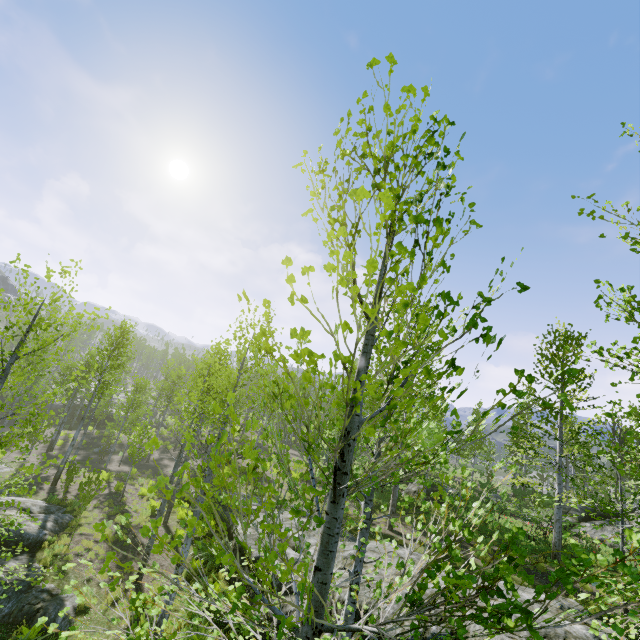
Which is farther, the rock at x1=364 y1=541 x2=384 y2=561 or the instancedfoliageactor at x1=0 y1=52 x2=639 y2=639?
the rock at x1=364 y1=541 x2=384 y2=561

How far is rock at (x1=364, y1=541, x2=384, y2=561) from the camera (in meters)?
10.57

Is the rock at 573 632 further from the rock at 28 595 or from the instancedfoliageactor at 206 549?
the rock at 28 595

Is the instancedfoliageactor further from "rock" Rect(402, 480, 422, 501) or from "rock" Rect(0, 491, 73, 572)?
"rock" Rect(0, 491, 73, 572)

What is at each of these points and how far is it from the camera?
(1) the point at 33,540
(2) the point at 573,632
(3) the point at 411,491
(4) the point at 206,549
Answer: (1) rock, 12.18m
(2) rock, 6.52m
(3) rock, 22.47m
(4) instancedfoliageactor, 13.09m

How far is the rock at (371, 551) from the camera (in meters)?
10.57

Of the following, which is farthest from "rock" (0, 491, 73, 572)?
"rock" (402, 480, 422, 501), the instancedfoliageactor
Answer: "rock" (402, 480, 422, 501)

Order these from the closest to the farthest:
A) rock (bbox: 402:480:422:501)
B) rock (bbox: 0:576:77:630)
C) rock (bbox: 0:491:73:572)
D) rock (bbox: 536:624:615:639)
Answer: rock (bbox: 536:624:615:639) < rock (bbox: 0:576:77:630) < rock (bbox: 0:491:73:572) < rock (bbox: 402:480:422:501)
